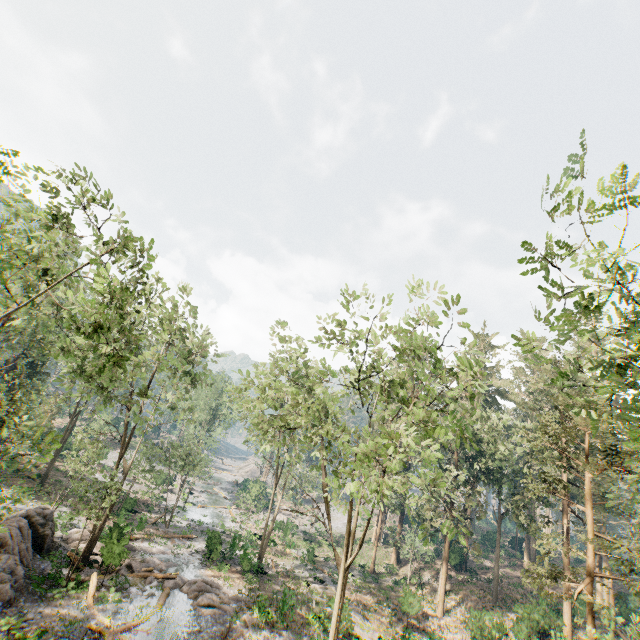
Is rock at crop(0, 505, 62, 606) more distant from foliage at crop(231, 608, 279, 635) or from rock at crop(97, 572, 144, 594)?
rock at crop(97, 572, 144, 594)

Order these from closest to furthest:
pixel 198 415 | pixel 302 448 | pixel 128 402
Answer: pixel 302 448
pixel 128 402
pixel 198 415

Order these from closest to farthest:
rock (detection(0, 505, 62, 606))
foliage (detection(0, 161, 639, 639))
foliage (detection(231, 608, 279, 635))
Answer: foliage (detection(0, 161, 639, 639))
rock (detection(0, 505, 62, 606))
foliage (detection(231, 608, 279, 635))

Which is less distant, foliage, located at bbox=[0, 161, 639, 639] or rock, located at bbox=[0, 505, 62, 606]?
foliage, located at bbox=[0, 161, 639, 639]

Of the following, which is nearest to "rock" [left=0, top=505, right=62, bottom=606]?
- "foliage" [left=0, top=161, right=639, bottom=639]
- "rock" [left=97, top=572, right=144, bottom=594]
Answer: "foliage" [left=0, top=161, right=639, bottom=639]

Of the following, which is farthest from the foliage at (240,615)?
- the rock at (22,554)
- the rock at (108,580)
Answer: the rock at (22,554)

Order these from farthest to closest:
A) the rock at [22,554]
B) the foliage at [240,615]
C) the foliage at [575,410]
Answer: the foliage at [240,615]
the rock at [22,554]
the foliage at [575,410]
